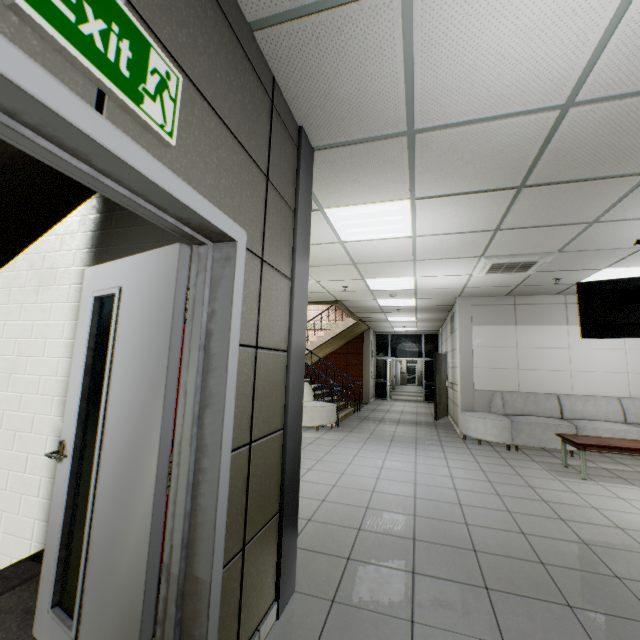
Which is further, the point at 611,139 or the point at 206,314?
the point at 611,139

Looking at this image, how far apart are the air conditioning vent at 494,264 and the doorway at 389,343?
9.4 meters

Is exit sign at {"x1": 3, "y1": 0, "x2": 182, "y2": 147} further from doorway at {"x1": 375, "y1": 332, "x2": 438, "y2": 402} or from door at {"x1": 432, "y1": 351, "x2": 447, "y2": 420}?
doorway at {"x1": 375, "y1": 332, "x2": 438, "y2": 402}

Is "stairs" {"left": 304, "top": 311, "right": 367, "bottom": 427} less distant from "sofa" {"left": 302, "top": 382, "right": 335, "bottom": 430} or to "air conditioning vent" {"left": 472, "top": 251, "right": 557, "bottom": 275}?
"sofa" {"left": 302, "top": 382, "right": 335, "bottom": 430}

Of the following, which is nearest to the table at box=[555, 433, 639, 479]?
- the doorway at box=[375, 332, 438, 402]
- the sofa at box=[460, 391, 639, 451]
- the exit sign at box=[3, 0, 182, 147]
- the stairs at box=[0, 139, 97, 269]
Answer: the sofa at box=[460, 391, 639, 451]

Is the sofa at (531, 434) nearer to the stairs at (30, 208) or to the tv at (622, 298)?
the tv at (622, 298)

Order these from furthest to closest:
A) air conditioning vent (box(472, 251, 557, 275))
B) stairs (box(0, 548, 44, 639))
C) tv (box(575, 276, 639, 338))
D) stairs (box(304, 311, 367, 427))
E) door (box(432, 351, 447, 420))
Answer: door (box(432, 351, 447, 420))
stairs (box(304, 311, 367, 427))
air conditioning vent (box(472, 251, 557, 275))
tv (box(575, 276, 639, 338))
stairs (box(0, 548, 44, 639))

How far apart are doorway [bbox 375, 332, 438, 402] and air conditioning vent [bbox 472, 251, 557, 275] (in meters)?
9.41
